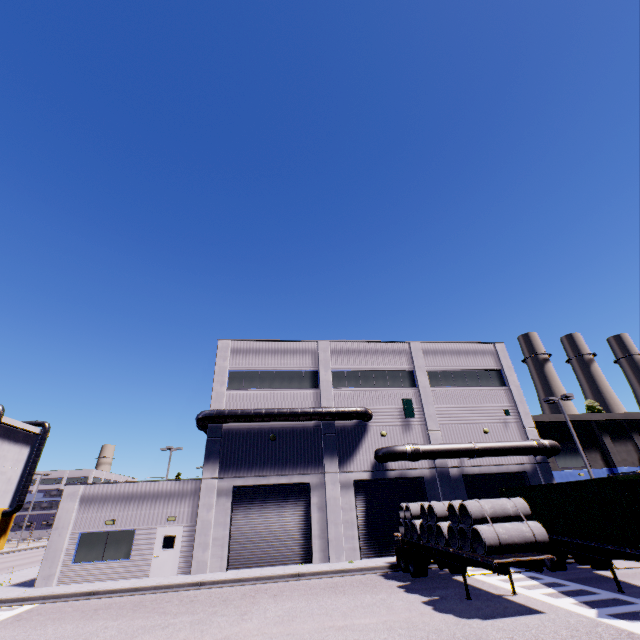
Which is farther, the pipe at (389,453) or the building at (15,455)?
the building at (15,455)

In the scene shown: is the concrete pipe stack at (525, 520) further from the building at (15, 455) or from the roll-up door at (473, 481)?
the building at (15, 455)

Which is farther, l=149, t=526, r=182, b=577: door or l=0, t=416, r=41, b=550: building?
l=0, t=416, r=41, b=550: building

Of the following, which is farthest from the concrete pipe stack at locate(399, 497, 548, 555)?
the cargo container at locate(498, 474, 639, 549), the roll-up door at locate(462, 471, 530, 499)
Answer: the cargo container at locate(498, 474, 639, 549)

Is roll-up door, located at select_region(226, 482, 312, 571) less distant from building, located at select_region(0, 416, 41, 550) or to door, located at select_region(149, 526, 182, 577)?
building, located at select_region(0, 416, 41, 550)

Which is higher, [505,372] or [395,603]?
[505,372]

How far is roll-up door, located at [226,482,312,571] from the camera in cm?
1934

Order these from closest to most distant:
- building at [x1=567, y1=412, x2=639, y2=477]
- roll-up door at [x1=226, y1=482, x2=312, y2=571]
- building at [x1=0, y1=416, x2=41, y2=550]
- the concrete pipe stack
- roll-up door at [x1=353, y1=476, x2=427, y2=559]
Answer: the concrete pipe stack → roll-up door at [x1=226, y1=482, x2=312, y2=571] → roll-up door at [x1=353, y1=476, x2=427, y2=559] → building at [x1=567, y1=412, x2=639, y2=477] → building at [x1=0, y1=416, x2=41, y2=550]
